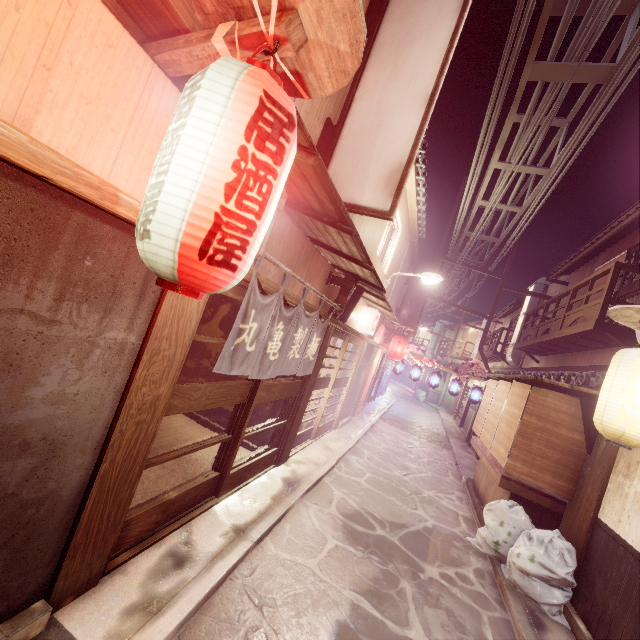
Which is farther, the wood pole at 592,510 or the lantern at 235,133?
the wood pole at 592,510

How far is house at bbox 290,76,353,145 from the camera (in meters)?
6.38

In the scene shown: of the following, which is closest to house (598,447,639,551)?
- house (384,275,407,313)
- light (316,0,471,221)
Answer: light (316,0,471,221)

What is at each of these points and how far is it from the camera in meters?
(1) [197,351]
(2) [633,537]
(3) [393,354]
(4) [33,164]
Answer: (1) building, 13.0 m
(2) house, 7.3 m
(3) lantern, 25.1 m
(4) wood bar, 2.6 m

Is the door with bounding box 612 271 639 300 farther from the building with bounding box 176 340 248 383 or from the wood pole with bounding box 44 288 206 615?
the wood pole with bounding box 44 288 206 615

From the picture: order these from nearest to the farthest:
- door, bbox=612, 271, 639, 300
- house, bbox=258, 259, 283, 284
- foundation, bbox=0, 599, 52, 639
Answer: foundation, bbox=0, 599, 52, 639 → house, bbox=258, 259, 283, 284 → door, bbox=612, 271, 639, 300

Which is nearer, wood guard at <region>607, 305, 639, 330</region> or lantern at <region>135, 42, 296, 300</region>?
lantern at <region>135, 42, 296, 300</region>

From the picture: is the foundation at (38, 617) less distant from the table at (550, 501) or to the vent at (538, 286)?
the table at (550, 501)
